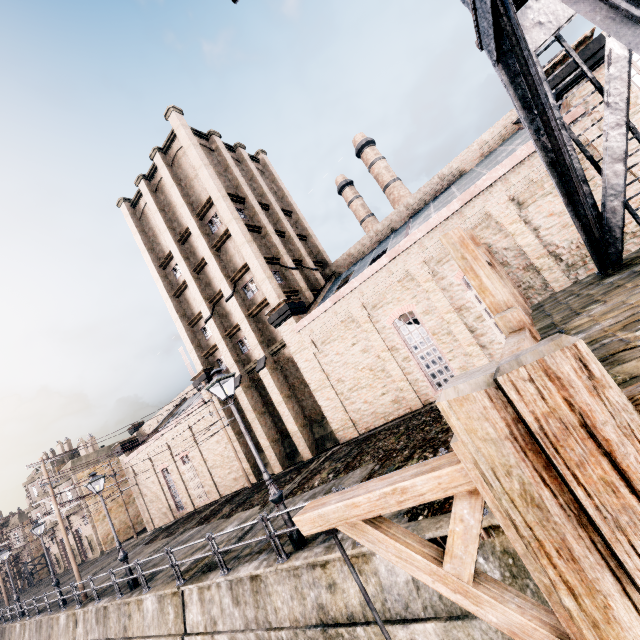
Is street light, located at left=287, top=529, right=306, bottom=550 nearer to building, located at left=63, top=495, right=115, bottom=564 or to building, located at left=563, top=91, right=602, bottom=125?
building, located at left=563, top=91, right=602, bottom=125

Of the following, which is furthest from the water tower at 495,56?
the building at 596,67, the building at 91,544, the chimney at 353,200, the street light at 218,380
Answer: the building at 91,544

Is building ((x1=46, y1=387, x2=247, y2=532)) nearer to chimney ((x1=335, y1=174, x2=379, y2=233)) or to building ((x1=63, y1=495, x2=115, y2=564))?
building ((x1=63, y1=495, x2=115, y2=564))

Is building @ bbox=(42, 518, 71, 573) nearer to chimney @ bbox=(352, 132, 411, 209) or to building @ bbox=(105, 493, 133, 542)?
building @ bbox=(105, 493, 133, 542)

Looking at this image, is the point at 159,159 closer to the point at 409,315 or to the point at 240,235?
the point at 240,235

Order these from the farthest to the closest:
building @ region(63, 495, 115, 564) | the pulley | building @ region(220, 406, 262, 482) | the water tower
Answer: building @ region(63, 495, 115, 564)
building @ region(220, 406, 262, 482)
the water tower
the pulley

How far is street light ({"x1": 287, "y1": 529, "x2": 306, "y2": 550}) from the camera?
9.3 meters
